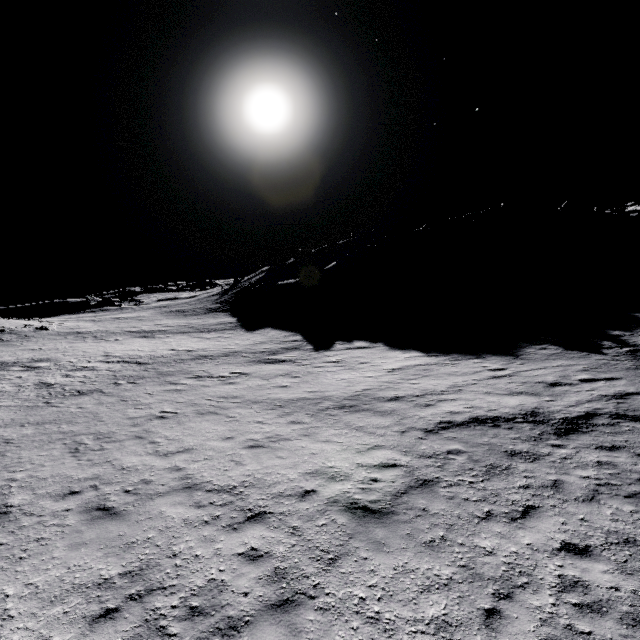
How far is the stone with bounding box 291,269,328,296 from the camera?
48.4m

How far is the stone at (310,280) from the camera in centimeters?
4844cm

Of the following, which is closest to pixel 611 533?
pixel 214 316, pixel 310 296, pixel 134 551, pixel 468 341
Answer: pixel 134 551
